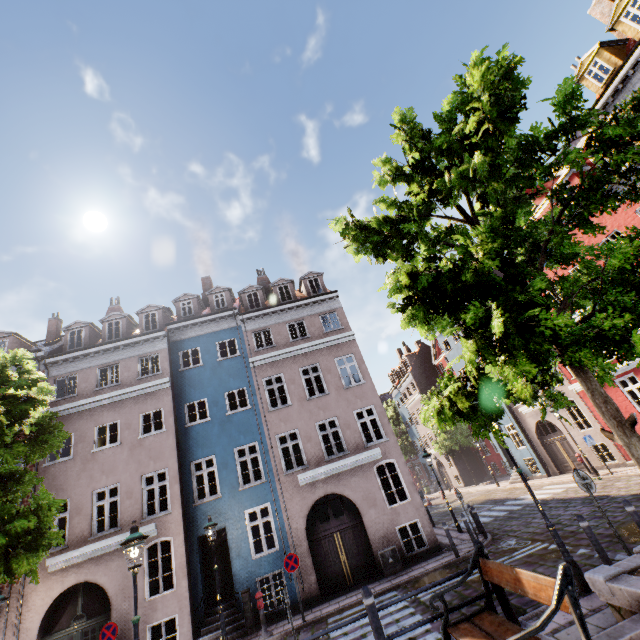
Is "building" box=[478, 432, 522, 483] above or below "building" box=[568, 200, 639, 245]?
below

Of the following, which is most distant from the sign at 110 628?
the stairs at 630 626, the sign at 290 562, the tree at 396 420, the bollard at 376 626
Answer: the tree at 396 420

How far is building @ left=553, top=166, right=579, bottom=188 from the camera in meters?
15.4 m

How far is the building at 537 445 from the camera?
20.16m

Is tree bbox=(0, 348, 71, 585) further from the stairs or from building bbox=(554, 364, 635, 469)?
building bbox=(554, 364, 635, 469)

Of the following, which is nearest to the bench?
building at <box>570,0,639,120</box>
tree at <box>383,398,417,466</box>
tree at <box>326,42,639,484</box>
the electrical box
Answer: tree at <box>326,42,639,484</box>

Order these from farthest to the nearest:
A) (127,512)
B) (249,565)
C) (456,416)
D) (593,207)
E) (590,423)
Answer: (590,423)
(127,512)
(249,565)
(456,416)
(593,207)

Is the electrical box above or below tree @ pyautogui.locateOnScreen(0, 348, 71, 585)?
Result: below
